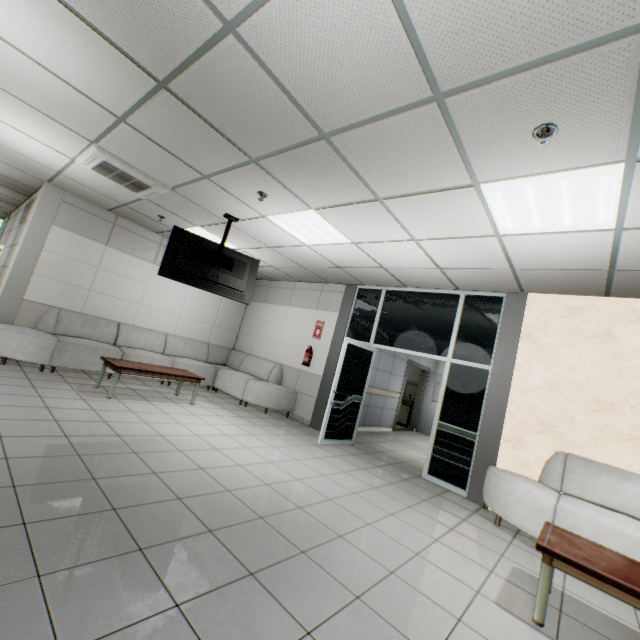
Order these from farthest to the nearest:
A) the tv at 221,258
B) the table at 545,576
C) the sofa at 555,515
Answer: the tv at 221,258
the sofa at 555,515
the table at 545,576

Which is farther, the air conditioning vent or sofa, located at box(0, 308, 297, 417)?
sofa, located at box(0, 308, 297, 417)

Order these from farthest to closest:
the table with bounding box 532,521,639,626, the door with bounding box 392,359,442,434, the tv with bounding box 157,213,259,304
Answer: the door with bounding box 392,359,442,434 < the tv with bounding box 157,213,259,304 < the table with bounding box 532,521,639,626

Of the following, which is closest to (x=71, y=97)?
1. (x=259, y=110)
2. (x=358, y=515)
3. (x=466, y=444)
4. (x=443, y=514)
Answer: (x=259, y=110)

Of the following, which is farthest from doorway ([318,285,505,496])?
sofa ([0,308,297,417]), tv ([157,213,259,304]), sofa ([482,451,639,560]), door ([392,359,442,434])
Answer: door ([392,359,442,434])

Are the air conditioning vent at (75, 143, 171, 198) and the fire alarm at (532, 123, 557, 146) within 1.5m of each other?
no

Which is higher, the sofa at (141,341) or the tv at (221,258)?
the tv at (221,258)

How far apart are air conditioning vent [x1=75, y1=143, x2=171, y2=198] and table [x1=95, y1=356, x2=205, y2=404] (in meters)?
2.73
